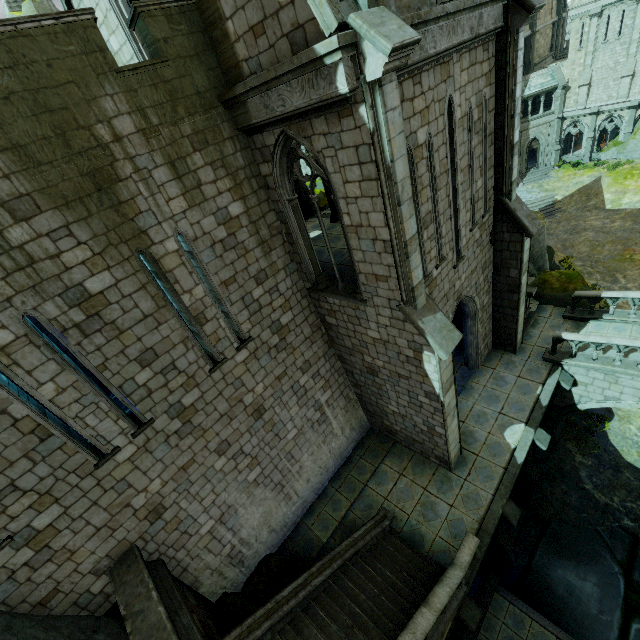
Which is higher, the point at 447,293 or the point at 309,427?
the point at 447,293

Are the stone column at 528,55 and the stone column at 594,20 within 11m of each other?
yes

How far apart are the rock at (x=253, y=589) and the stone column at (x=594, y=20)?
49.6m

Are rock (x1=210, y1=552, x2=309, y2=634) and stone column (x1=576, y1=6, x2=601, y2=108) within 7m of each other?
no

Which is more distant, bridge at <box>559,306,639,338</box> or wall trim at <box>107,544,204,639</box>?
bridge at <box>559,306,639,338</box>

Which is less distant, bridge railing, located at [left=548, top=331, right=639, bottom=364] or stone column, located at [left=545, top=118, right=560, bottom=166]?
bridge railing, located at [left=548, top=331, right=639, bottom=364]

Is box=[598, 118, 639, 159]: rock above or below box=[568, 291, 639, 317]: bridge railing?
below

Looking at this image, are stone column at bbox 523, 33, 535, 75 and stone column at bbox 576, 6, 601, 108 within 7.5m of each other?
yes
